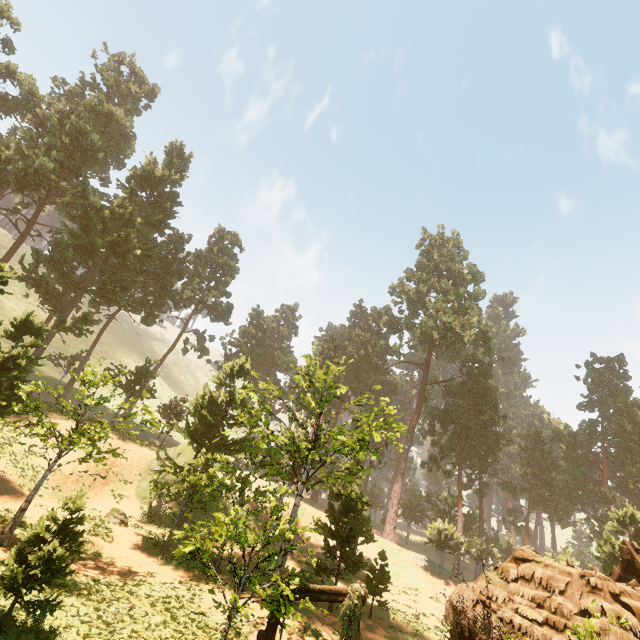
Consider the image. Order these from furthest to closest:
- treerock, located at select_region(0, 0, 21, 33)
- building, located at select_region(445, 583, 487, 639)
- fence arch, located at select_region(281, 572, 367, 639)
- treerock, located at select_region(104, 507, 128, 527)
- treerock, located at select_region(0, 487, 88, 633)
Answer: treerock, located at select_region(0, 0, 21, 33), treerock, located at select_region(104, 507, 128, 527), building, located at select_region(445, 583, 487, 639), fence arch, located at select_region(281, 572, 367, 639), treerock, located at select_region(0, 487, 88, 633)

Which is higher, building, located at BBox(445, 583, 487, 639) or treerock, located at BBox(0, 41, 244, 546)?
treerock, located at BBox(0, 41, 244, 546)

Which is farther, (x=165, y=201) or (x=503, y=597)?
(x=165, y=201)

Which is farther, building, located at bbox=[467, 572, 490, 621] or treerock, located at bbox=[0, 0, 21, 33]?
treerock, located at bbox=[0, 0, 21, 33]

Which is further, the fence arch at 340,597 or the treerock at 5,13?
the treerock at 5,13
